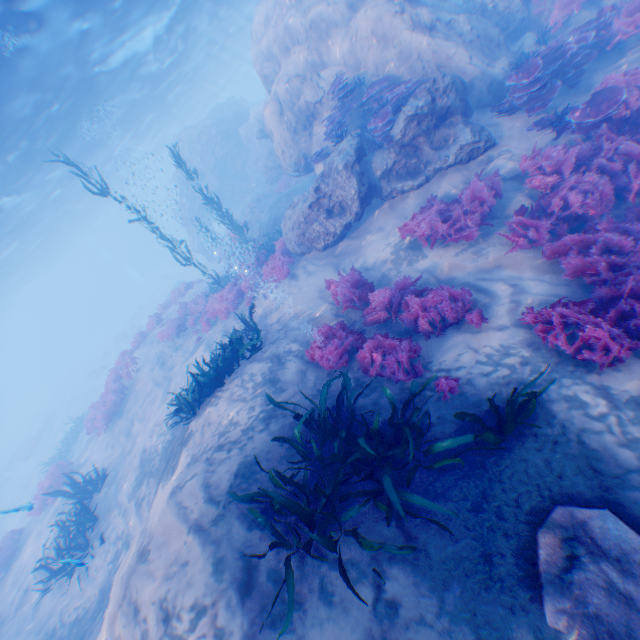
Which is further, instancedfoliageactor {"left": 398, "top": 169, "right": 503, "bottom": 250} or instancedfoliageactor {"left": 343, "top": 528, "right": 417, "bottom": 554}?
instancedfoliageactor {"left": 398, "top": 169, "right": 503, "bottom": 250}

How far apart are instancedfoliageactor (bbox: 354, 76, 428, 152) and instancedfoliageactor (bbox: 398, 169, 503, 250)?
2.4 meters

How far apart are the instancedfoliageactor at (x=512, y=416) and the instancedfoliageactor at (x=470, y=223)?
3.7m

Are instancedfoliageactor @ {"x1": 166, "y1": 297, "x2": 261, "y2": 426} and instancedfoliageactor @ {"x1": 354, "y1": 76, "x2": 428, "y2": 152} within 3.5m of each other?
no

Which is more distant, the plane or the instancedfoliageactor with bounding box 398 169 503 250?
the instancedfoliageactor with bounding box 398 169 503 250

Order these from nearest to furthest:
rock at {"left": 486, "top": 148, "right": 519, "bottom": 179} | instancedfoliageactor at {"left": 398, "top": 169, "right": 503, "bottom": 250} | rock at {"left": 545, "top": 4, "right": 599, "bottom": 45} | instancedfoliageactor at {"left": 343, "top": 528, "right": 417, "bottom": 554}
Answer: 1. instancedfoliageactor at {"left": 343, "top": 528, "right": 417, "bottom": 554}
2. instancedfoliageactor at {"left": 398, "top": 169, "right": 503, "bottom": 250}
3. rock at {"left": 486, "top": 148, "right": 519, "bottom": 179}
4. rock at {"left": 545, "top": 4, "right": 599, "bottom": 45}

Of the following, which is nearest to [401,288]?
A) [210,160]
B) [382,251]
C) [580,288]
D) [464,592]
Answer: [382,251]

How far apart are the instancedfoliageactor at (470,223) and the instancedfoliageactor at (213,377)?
5.7m
